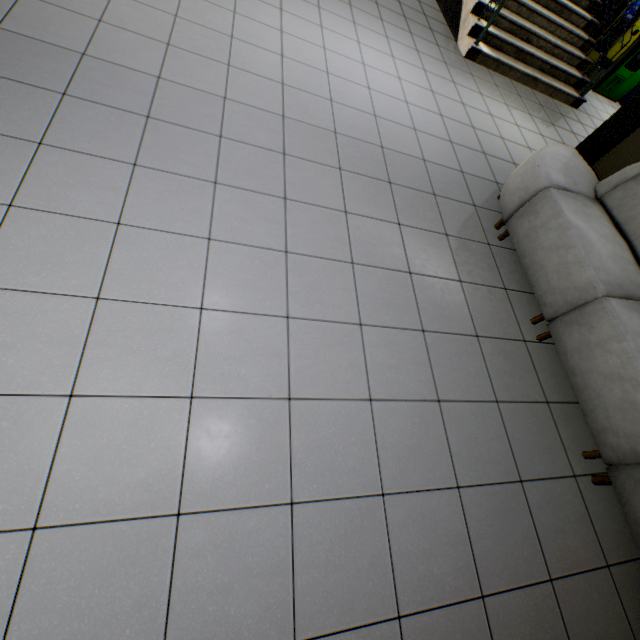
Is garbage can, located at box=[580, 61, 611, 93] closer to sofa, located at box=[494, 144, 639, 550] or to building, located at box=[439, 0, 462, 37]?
building, located at box=[439, 0, 462, 37]

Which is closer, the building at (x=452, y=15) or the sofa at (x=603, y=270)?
the sofa at (x=603, y=270)

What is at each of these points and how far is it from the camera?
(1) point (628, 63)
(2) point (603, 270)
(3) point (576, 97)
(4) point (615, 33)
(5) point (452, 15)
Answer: (1) atm, 6.6m
(2) sofa, 2.3m
(3) stairs, 5.8m
(4) atm, 6.1m
(5) building, 5.7m

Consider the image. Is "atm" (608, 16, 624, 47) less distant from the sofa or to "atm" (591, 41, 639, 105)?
"atm" (591, 41, 639, 105)

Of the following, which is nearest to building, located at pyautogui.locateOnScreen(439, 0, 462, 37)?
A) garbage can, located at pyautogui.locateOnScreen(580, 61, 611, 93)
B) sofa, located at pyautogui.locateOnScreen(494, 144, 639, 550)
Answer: garbage can, located at pyautogui.locateOnScreen(580, 61, 611, 93)

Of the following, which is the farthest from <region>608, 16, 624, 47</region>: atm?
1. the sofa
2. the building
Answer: the sofa

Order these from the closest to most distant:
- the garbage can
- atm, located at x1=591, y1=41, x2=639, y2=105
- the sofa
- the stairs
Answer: the sofa, the stairs, the garbage can, atm, located at x1=591, y1=41, x2=639, y2=105

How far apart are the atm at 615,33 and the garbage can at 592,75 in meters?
0.6
